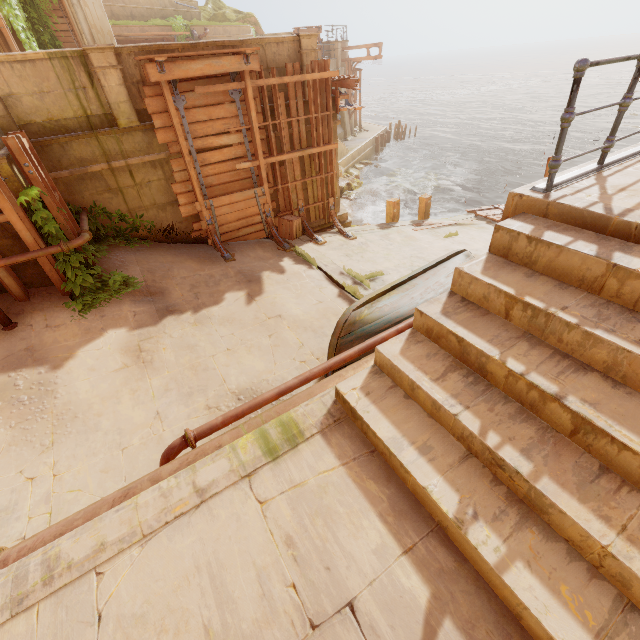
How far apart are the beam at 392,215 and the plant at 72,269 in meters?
9.3

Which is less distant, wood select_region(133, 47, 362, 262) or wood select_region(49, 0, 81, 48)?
wood select_region(133, 47, 362, 262)

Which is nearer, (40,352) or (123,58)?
(40,352)

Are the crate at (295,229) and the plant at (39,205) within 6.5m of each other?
yes

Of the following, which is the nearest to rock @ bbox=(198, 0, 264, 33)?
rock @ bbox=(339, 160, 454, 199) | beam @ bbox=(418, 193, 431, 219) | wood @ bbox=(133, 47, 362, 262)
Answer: rock @ bbox=(339, 160, 454, 199)

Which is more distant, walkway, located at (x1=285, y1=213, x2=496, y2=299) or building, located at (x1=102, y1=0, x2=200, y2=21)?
building, located at (x1=102, y1=0, x2=200, y2=21)

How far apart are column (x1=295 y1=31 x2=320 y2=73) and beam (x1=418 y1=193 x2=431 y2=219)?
6.2m

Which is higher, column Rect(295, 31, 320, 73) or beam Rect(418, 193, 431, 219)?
column Rect(295, 31, 320, 73)
